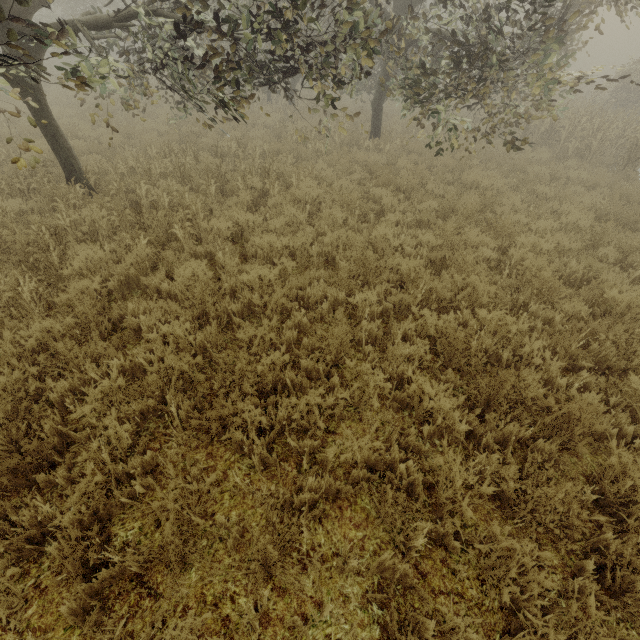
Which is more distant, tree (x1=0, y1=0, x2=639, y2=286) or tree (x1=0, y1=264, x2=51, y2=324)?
tree (x1=0, y1=0, x2=639, y2=286)

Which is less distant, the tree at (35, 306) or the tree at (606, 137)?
the tree at (35, 306)

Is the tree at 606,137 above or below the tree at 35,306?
above

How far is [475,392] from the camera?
3.56m

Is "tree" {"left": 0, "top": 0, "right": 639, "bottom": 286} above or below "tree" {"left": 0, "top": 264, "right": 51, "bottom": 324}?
above
